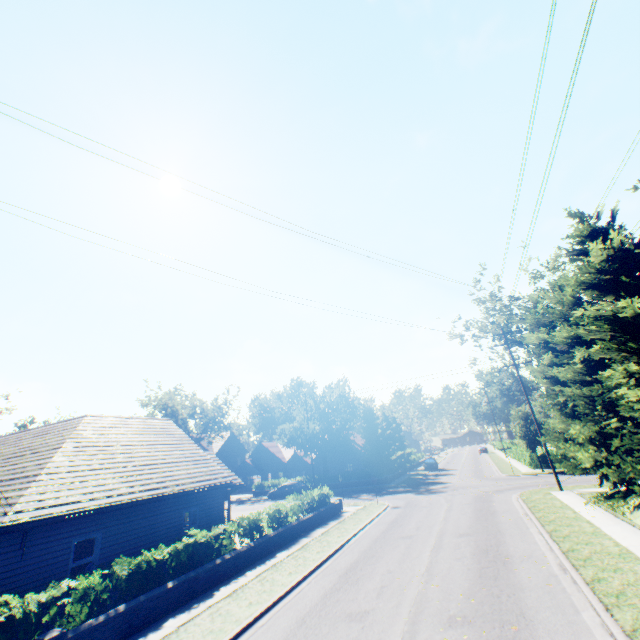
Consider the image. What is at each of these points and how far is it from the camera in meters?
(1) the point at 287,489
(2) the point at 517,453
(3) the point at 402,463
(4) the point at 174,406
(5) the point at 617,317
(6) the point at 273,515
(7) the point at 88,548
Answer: (1) car, 38.7
(2) hedge, 41.3
(3) tree, 49.4
(4) tree, 56.6
(5) tree, 10.9
(6) hedge, 18.5
(7) staircase, 16.1

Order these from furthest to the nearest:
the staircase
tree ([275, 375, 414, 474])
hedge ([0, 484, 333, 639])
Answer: tree ([275, 375, 414, 474]) → the staircase → hedge ([0, 484, 333, 639])

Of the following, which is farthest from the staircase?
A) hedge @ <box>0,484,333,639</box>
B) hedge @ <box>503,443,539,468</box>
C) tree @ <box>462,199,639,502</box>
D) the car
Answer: hedge @ <box>503,443,539,468</box>

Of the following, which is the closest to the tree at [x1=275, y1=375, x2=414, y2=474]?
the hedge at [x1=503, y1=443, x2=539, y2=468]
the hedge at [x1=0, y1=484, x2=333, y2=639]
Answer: the hedge at [x1=503, y1=443, x2=539, y2=468]

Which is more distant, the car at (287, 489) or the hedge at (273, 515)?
the car at (287, 489)

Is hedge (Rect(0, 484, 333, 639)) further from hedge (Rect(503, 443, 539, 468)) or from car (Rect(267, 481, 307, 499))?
hedge (Rect(503, 443, 539, 468))

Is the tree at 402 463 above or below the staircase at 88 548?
above

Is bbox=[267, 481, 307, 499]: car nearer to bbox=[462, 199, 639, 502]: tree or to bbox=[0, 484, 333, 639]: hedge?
bbox=[462, 199, 639, 502]: tree
